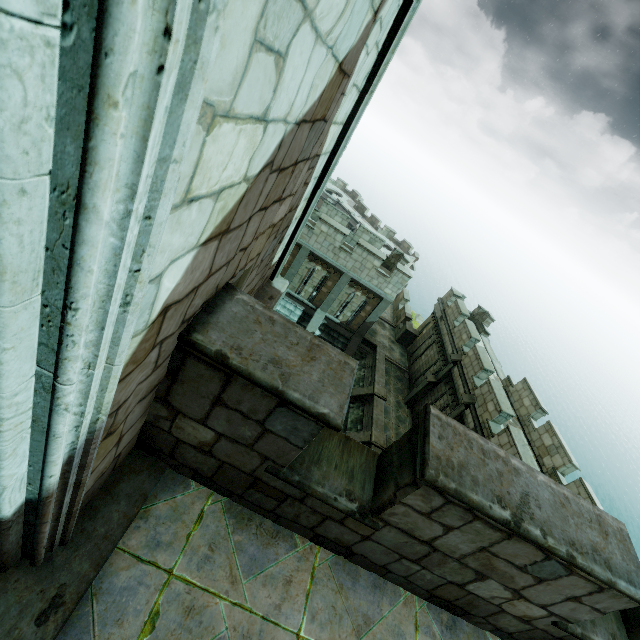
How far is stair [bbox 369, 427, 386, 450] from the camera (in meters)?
15.95

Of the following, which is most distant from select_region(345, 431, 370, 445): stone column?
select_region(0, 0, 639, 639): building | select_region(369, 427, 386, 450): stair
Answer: select_region(0, 0, 639, 639): building

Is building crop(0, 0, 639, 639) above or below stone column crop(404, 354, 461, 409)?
above

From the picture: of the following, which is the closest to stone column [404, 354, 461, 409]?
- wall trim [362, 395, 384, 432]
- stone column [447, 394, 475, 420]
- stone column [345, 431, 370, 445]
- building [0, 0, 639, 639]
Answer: wall trim [362, 395, 384, 432]

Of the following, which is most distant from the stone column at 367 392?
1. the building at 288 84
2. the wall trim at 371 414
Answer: the building at 288 84

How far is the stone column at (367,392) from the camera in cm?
1928

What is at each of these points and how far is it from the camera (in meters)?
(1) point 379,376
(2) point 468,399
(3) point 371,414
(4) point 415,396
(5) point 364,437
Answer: (1) wall trim, 20.70
(2) stone column, 15.91
(3) wall trim, 18.33
(4) stone column, 20.66
(5) stone column, 16.41

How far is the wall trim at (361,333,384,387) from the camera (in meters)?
20.54
